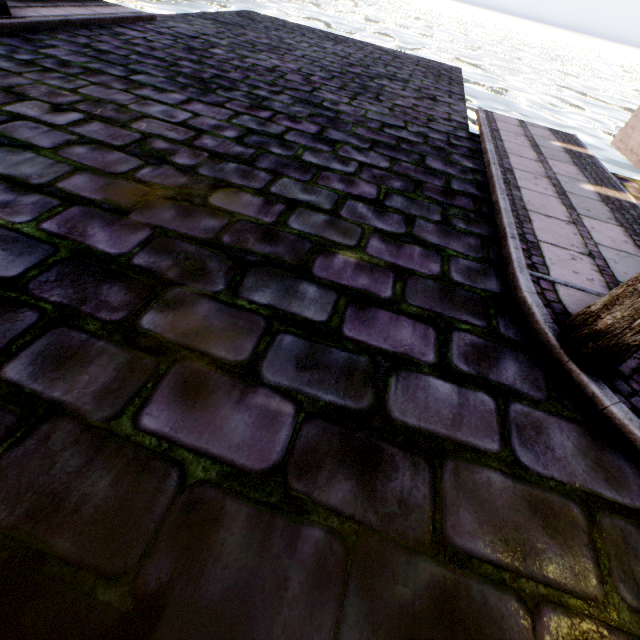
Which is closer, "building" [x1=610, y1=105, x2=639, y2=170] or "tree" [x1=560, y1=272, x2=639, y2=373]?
"tree" [x1=560, y1=272, x2=639, y2=373]

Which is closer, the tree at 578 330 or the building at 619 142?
the tree at 578 330

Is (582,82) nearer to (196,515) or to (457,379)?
(457,379)
